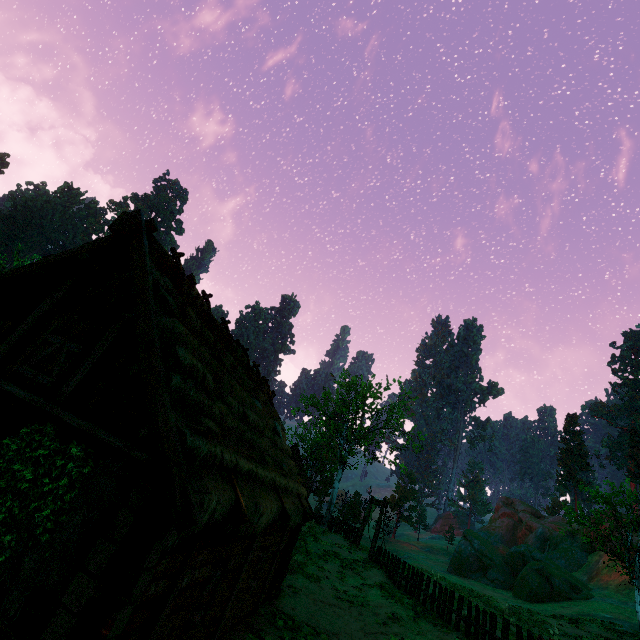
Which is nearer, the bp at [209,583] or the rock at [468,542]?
the bp at [209,583]

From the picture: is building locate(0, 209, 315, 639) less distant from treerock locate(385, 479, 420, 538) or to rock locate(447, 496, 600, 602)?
treerock locate(385, 479, 420, 538)

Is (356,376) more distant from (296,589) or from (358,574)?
(296,589)

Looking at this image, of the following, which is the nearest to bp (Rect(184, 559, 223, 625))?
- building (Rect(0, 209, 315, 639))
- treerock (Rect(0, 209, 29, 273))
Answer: building (Rect(0, 209, 315, 639))

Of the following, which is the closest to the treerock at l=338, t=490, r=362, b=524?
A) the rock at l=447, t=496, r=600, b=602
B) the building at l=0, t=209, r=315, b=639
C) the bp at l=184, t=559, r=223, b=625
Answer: the building at l=0, t=209, r=315, b=639

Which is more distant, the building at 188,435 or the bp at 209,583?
the bp at 209,583

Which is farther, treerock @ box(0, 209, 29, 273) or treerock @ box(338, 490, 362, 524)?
treerock @ box(0, 209, 29, 273)

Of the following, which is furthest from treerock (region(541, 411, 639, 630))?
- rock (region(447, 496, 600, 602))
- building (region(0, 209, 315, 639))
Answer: rock (region(447, 496, 600, 602))
